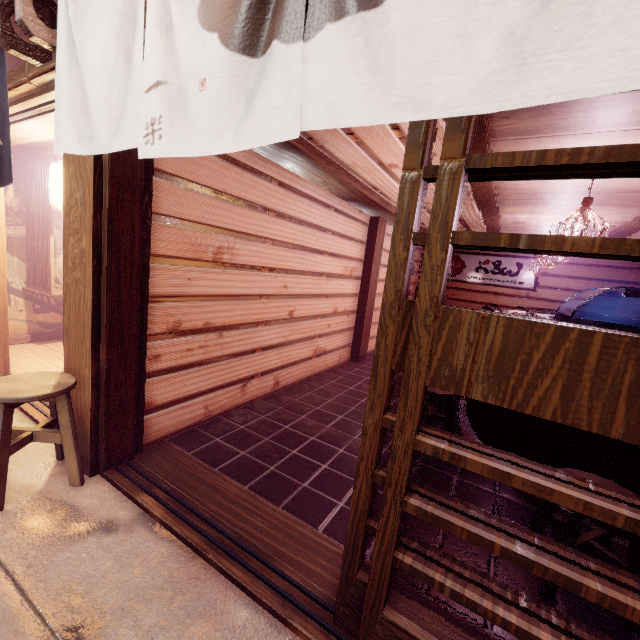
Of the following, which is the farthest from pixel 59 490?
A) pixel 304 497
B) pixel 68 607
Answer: pixel 304 497

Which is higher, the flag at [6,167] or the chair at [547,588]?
the flag at [6,167]

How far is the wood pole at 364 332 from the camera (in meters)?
10.97

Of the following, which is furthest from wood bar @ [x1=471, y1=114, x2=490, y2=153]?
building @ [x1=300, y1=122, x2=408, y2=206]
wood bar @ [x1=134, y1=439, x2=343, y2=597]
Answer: wood bar @ [x1=134, y1=439, x2=343, y2=597]

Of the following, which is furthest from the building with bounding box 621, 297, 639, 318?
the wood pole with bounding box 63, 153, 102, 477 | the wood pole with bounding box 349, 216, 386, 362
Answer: the wood pole with bounding box 63, 153, 102, 477

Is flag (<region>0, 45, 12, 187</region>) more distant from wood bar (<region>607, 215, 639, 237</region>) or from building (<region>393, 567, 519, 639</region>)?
building (<region>393, 567, 519, 639</region>)

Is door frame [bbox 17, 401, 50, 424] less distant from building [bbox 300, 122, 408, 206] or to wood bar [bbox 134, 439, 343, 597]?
wood bar [bbox 134, 439, 343, 597]

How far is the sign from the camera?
15.84m
